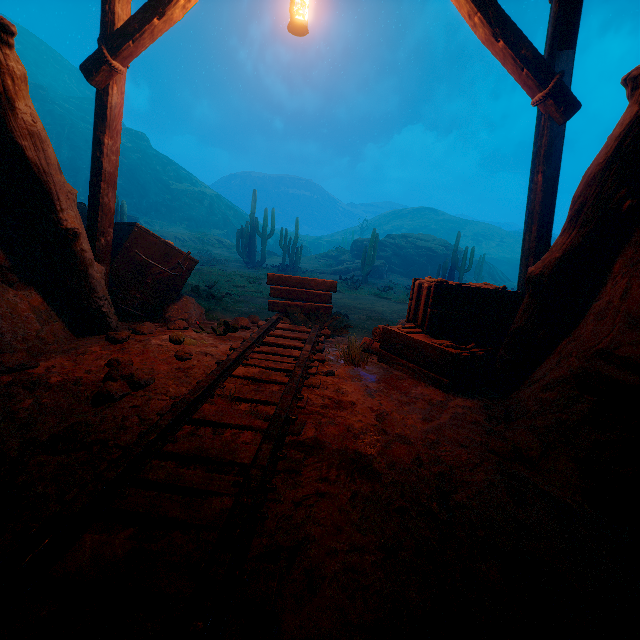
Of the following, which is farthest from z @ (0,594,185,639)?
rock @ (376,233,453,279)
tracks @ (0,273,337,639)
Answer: rock @ (376,233,453,279)

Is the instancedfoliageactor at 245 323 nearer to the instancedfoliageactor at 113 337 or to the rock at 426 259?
the instancedfoliageactor at 113 337

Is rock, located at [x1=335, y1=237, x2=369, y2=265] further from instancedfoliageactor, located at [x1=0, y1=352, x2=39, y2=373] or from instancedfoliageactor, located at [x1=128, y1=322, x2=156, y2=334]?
instancedfoliageactor, located at [x1=0, y1=352, x2=39, y2=373]

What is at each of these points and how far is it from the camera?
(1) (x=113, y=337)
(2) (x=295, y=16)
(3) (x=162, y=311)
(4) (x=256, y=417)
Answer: (1) instancedfoliageactor, 3.31m
(2) lantern, 3.41m
(3) rock, 5.11m
(4) tracks, 2.42m

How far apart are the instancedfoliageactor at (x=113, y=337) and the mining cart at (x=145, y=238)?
1.1 meters

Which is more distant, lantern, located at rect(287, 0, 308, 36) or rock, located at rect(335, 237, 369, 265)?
rock, located at rect(335, 237, 369, 265)

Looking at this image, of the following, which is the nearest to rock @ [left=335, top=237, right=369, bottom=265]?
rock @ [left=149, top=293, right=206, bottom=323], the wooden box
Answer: A: the wooden box

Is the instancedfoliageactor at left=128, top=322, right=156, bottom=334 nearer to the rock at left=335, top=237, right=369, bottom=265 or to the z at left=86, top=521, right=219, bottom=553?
the z at left=86, top=521, right=219, bottom=553
